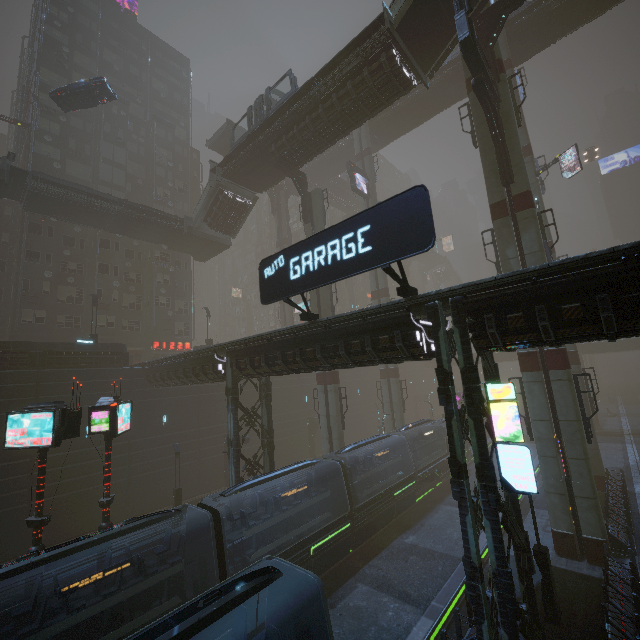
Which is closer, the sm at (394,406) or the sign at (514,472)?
the sign at (514,472)

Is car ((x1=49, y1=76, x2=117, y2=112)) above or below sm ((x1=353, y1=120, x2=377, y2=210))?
below

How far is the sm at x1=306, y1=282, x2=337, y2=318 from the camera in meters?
27.9 m

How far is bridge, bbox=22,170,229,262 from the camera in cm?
2641

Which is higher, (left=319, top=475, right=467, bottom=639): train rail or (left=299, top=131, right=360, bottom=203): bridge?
(left=299, top=131, right=360, bottom=203): bridge

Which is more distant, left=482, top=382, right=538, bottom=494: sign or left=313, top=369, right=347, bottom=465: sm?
left=313, top=369, right=347, bottom=465: sm

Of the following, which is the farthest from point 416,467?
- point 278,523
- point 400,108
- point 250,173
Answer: point 400,108

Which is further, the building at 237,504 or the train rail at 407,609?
the building at 237,504
